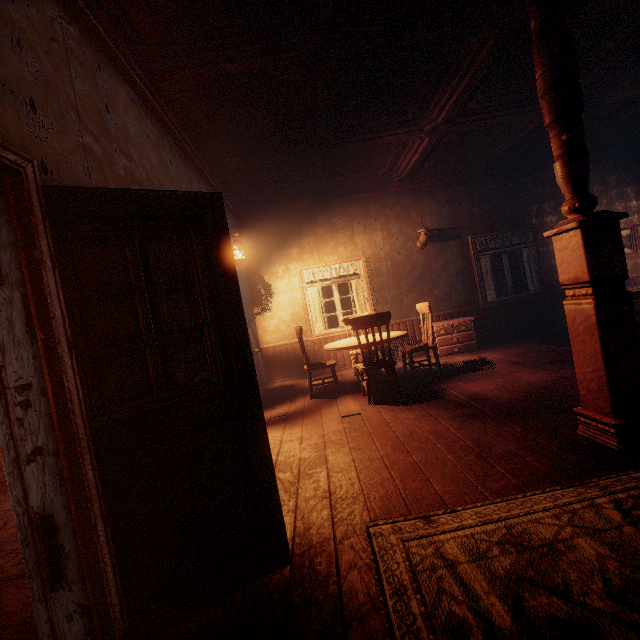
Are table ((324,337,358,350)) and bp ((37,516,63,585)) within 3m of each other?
no

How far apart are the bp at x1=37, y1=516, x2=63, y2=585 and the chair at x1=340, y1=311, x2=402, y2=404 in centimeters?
343cm

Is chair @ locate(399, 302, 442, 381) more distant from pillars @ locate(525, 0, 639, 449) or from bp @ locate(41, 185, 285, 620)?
bp @ locate(41, 185, 285, 620)

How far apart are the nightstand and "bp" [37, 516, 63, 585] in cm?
636

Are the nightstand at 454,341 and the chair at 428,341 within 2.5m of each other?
yes

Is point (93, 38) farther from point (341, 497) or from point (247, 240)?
point (247, 240)

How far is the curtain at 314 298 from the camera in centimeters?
722cm

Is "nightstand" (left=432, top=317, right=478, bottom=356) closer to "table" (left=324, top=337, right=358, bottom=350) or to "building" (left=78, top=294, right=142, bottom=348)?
"building" (left=78, top=294, right=142, bottom=348)
